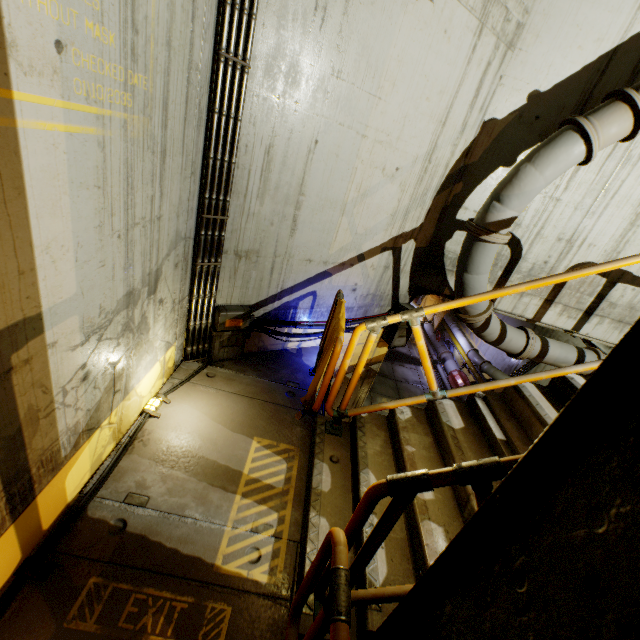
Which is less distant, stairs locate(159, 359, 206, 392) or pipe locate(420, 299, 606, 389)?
stairs locate(159, 359, 206, 392)

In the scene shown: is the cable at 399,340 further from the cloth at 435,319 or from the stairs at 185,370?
the cloth at 435,319

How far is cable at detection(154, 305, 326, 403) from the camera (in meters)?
4.20

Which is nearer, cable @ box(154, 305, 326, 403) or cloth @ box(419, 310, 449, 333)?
cable @ box(154, 305, 326, 403)

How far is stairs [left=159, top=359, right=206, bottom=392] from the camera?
3.93m

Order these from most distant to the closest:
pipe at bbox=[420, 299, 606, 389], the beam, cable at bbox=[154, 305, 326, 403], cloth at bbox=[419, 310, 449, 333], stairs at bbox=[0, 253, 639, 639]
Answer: cloth at bbox=[419, 310, 449, 333], pipe at bbox=[420, 299, 606, 389], cable at bbox=[154, 305, 326, 403], stairs at bbox=[0, 253, 639, 639], the beam

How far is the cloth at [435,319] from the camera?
20.6m

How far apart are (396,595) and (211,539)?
1.5 meters
